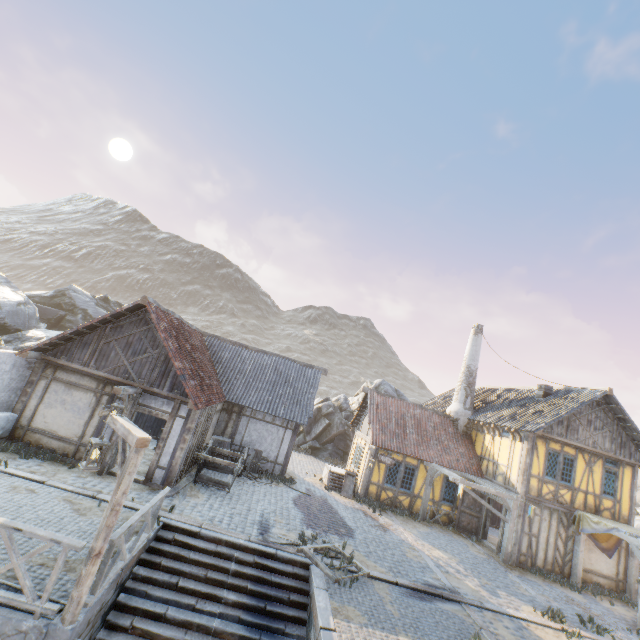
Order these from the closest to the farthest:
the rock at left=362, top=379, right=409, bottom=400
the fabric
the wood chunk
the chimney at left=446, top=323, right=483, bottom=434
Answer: the wood chunk
the fabric
the chimney at left=446, top=323, right=483, bottom=434
the rock at left=362, top=379, right=409, bottom=400

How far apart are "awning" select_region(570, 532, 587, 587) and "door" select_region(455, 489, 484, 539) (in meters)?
3.67

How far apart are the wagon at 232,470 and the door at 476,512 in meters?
11.4

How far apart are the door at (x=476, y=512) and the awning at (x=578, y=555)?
3.7m

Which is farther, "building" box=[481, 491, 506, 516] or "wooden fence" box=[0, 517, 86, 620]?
"building" box=[481, 491, 506, 516]

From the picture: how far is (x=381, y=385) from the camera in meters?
27.9 m

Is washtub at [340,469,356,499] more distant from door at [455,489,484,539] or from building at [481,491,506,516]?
door at [455,489,484,539]

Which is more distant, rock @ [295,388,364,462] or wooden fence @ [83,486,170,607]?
rock @ [295,388,364,462]
